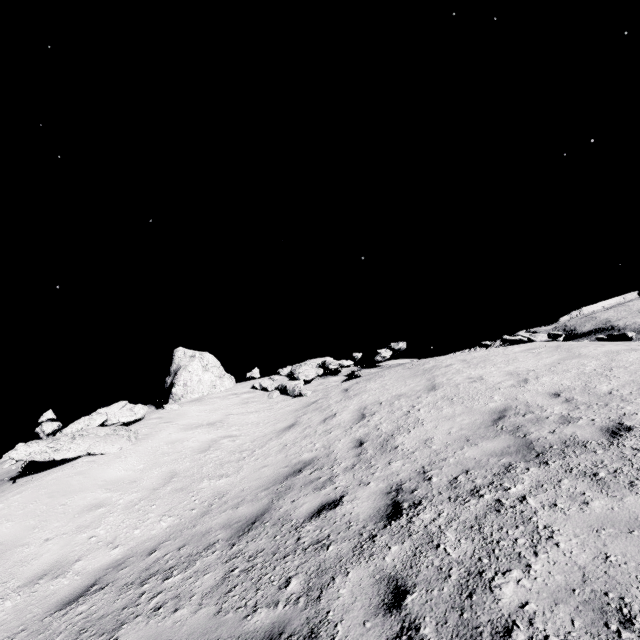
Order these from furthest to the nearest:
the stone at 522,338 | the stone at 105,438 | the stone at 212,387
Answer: the stone at 212,387 → the stone at 522,338 → the stone at 105,438

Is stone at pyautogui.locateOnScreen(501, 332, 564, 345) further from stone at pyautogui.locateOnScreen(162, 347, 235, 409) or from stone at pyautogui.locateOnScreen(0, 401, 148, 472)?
stone at pyautogui.locateOnScreen(0, 401, 148, 472)

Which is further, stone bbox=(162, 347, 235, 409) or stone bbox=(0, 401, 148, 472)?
stone bbox=(162, 347, 235, 409)

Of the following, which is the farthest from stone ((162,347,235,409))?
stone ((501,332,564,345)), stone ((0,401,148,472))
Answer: stone ((501,332,564,345))

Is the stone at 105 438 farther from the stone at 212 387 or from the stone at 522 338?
the stone at 522 338

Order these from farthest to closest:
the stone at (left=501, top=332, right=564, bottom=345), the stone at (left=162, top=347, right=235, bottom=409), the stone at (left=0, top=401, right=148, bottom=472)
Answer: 1. the stone at (left=162, top=347, right=235, bottom=409)
2. the stone at (left=501, top=332, right=564, bottom=345)
3. the stone at (left=0, top=401, right=148, bottom=472)

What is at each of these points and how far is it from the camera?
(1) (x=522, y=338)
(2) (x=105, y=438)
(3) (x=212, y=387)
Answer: (1) stone, 13.2m
(2) stone, 8.7m
(3) stone, 14.3m
